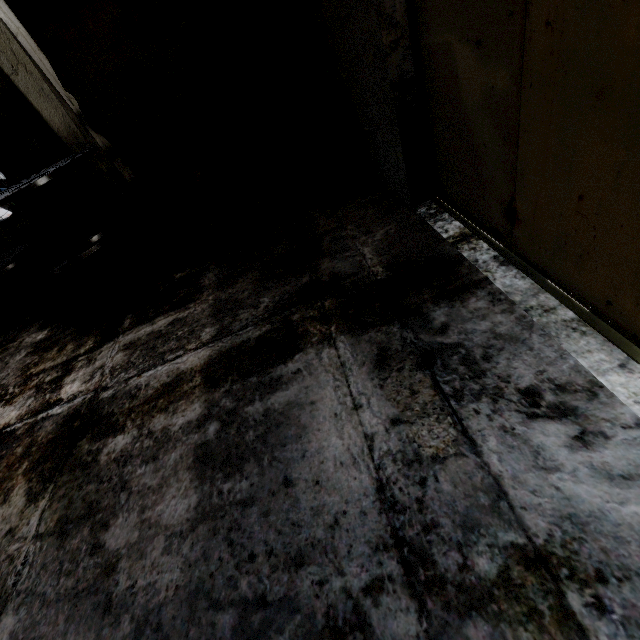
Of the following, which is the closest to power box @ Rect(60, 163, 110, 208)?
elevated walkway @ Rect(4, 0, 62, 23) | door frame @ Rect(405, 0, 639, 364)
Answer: elevated walkway @ Rect(4, 0, 62, 23)

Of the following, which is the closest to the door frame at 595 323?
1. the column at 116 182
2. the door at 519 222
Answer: the door at 519 222

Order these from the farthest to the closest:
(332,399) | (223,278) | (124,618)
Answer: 1. (223,278)
2. (332,399)
3. (124,618)

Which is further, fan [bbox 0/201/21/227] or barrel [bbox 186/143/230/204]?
fan [bbox 0/201/21/227]

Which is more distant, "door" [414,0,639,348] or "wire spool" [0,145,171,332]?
"wire spool" [0,145,171,332]

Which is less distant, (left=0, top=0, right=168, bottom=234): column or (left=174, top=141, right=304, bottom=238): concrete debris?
(left=0, top=0, right=168, bottom=234): column

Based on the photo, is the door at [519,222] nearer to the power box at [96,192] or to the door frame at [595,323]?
the door frame at [595,323]

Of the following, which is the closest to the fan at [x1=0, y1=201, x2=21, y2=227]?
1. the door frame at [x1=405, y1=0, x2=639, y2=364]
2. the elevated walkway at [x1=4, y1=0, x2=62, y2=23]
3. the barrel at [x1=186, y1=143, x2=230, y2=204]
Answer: the elevated walkway at [x1=4, y1=0, x2=62, y2=23]
